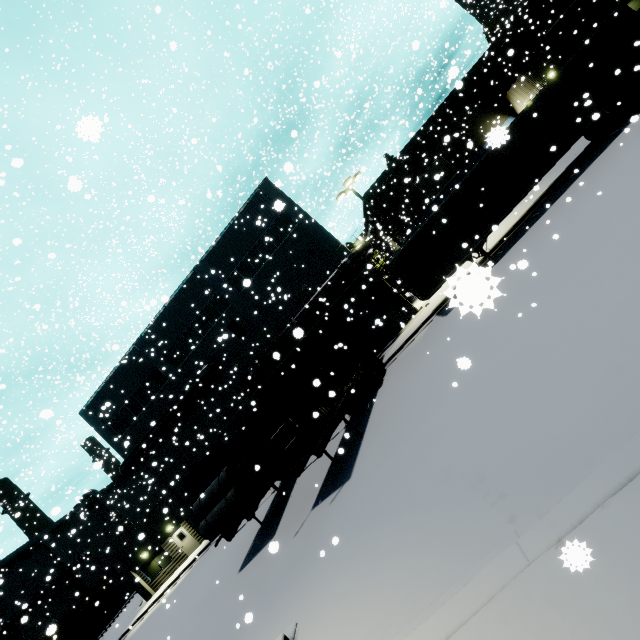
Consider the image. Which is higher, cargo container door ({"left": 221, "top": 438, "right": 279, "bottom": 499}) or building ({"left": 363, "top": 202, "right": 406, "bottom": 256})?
building ({"left": 363, "top": 202, "right": 406, "bottom": 256})

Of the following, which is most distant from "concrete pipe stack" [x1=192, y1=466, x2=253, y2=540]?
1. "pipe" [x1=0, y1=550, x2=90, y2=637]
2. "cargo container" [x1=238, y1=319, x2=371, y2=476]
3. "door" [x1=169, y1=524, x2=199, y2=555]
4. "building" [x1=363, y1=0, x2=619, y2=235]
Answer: "pipe" [x1=0, y1=550, x2=90, y2=637]

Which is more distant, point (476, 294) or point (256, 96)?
point (256, 96)

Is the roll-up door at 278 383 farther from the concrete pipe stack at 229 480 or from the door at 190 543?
the concrete pipe stack at 229 480

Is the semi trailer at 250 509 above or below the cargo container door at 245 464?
below

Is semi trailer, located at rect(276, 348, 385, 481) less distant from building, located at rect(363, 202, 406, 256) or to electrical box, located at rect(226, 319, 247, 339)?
building, located at rect(363, 202, 406, 256)

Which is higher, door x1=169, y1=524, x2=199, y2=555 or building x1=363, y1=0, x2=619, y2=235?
building x1=363, y1=0, x2=619, y2=235

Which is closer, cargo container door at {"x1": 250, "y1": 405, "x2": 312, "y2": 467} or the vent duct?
cargo container door at {"x1": 250, "y1": 405, "x2": 312, "y2": 467}
